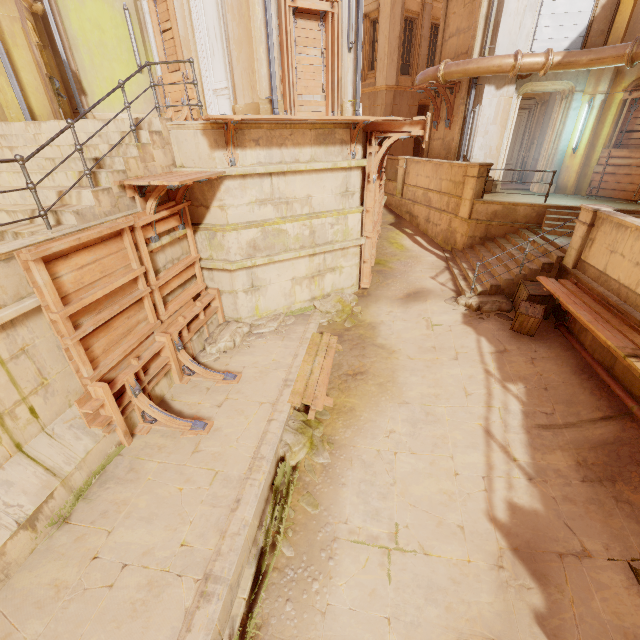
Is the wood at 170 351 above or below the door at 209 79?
below

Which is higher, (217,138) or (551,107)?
(551,107)

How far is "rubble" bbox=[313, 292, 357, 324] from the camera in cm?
968

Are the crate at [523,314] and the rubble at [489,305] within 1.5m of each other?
yes

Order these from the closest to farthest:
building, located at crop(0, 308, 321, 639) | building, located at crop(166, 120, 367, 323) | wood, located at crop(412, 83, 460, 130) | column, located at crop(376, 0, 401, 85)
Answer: building, located at crop(0, 308, 321, 639) < building, located at crop(166, 120, 367, 323) < wood, located at crop(412, 83, 460, 130) < column, located at crop(376, 0, 401, 85)

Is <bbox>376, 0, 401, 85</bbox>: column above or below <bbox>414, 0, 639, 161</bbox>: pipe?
above

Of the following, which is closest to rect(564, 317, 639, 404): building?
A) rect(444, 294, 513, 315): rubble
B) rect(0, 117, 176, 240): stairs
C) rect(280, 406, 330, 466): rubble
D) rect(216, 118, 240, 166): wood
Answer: rect(444, 294, 513, 315): rubble

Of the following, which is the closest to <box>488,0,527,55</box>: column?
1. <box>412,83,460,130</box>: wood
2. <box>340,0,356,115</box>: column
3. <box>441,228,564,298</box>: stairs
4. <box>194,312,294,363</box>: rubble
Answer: <box>412,83,460,130</box>: wood
